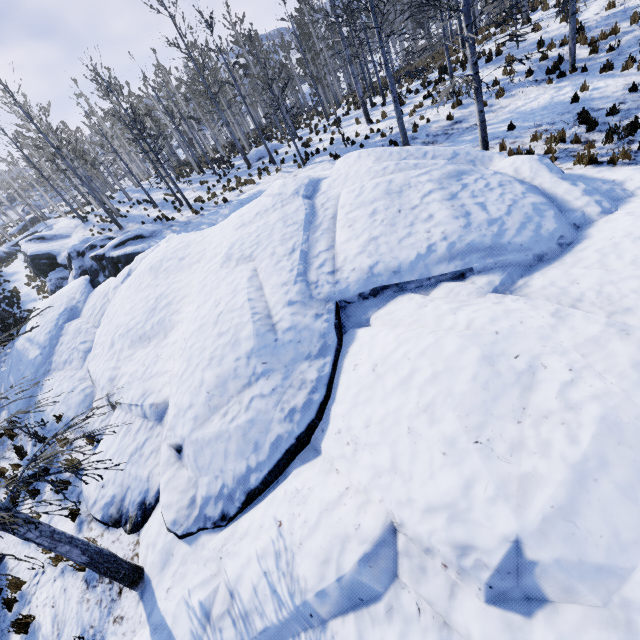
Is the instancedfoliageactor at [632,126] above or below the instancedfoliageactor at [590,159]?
above

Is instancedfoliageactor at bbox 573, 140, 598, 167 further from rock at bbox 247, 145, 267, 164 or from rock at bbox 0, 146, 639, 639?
rock at bbox 247, 145, 267, 164

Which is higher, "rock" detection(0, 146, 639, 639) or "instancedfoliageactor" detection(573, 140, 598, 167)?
"instancedfoliageactor" detection(573, 140, 598, 167)

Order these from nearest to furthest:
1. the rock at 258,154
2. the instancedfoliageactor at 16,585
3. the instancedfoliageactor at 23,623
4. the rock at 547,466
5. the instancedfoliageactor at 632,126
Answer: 1. the rock at 547,466
2. the instancedfoliageactor at 23,623
3. the instancedfoliageactor at 16,585
4. the instancedfoliageactor at 632,126
5. the rock at 258,154

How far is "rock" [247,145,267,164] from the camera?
25.0m

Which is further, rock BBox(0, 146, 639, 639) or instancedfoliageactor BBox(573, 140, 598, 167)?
instancedfoliageactor BBox(573, 140, 598, 167)

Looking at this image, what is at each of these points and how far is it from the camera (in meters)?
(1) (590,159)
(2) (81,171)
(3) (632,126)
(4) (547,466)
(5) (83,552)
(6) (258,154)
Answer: (1) instancedfoliageactor, 9.01
(2) instancedfoliageactor, 25.09
(3) instancedfoliageactor, 9.08
(4) rock, 3.33
(5) instancedfoliageactor, 4.90
(6) rock, 25.20

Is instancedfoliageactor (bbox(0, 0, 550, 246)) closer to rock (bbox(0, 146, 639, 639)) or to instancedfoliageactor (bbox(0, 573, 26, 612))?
rock (bbox(0, 146, 639, 639))
